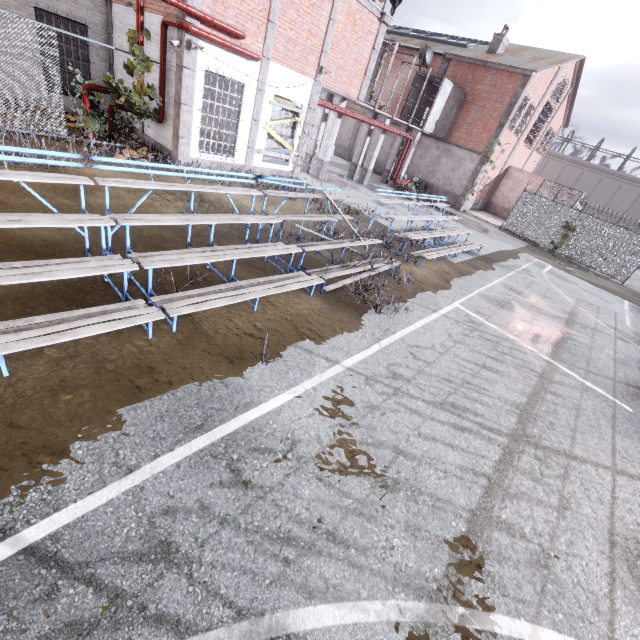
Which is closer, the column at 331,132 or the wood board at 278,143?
the wood board at 278,143

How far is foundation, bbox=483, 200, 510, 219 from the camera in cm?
2879

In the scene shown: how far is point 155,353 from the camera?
4.3m

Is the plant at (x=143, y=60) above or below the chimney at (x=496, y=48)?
below

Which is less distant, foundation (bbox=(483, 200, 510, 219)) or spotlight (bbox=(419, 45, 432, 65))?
spotlight (bbox=(419, 45, 432, 65))

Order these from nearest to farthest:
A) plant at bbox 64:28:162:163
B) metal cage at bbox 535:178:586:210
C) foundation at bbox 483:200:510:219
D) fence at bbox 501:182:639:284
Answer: plant at bbox 64:28:162:163
fence at bbox 501:182:639:284
metal cage at bbox 535:178:586:210
foundation at bbox 483:200:510:219

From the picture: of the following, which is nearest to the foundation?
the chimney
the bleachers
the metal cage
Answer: the metal cage

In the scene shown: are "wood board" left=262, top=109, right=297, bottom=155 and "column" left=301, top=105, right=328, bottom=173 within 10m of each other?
yes
